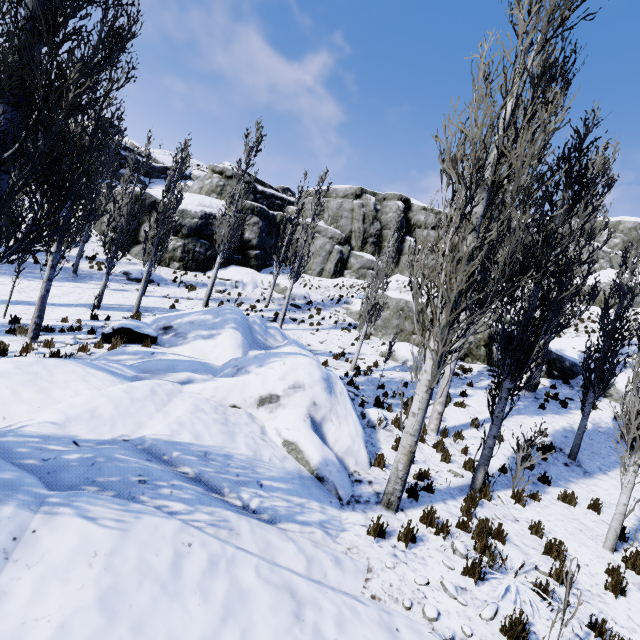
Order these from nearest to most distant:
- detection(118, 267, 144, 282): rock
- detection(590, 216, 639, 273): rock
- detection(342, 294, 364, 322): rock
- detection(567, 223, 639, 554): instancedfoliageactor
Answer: detection(567, 223, 639, 554): instancedfoliageactor → detection(118, 267, 144, 282): rock → detection(342, 294, 364, 322): rock → detection(590, 216, 639, 273): rock

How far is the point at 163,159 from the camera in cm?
4550

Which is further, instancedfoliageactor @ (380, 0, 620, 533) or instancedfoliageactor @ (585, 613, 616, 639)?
instancedfoliageactor @ (380, 0, 620, 533)

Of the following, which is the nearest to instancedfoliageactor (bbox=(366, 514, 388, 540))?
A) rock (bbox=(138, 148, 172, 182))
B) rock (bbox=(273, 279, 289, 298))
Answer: rock (bbox=(138, 148, 172, 182))

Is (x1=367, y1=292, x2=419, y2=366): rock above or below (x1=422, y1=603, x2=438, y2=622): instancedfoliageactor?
above

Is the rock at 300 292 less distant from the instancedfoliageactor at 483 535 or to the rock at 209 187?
the rock at 209 187

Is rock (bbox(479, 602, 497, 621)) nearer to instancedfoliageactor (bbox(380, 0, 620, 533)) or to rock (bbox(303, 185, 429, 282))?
instancedfoliageactor (bbox(380, 0, 620, 533))

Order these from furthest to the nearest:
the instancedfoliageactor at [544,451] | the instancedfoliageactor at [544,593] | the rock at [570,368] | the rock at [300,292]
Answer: the rock at [300,292] → the rock at [570,368] → the instancedfoliageactor at [544,451] → the instancedfoliageactor at [544,593]
